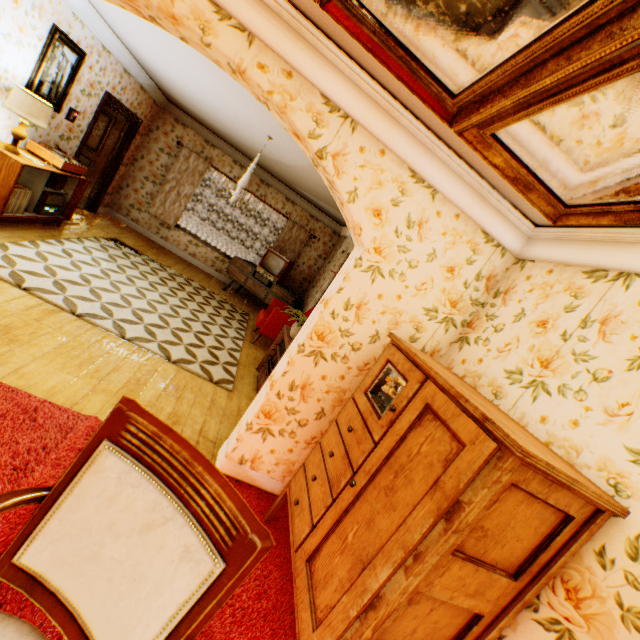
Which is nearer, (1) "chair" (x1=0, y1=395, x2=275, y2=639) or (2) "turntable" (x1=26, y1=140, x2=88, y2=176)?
(1) "chair" (x1=0, y1=395, x2=275, y2=639)

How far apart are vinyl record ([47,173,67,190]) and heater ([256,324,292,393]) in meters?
4.3 m

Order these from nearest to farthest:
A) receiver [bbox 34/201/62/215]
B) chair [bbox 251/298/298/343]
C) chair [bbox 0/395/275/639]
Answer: chair [bbox 0/395/275/639] → receiver [bbox 34/201/62/215] → chair [bbox 251/298/298/343]

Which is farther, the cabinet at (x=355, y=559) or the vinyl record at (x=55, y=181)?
the vinyl record at (x=55, y=181)

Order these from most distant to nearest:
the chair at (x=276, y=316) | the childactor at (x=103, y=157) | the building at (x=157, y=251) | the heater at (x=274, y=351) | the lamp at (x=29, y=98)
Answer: the childactor at (x=103, y=157), the chair at (x=276, y=316), the heater at (x=274, y=351), the lamp at (x=29, y=98), the building at (x=157, y=251)

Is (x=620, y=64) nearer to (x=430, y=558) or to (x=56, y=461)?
(x=430, y=558)

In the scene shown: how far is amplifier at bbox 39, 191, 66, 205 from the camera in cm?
493

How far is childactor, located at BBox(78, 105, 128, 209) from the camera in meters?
7.0
